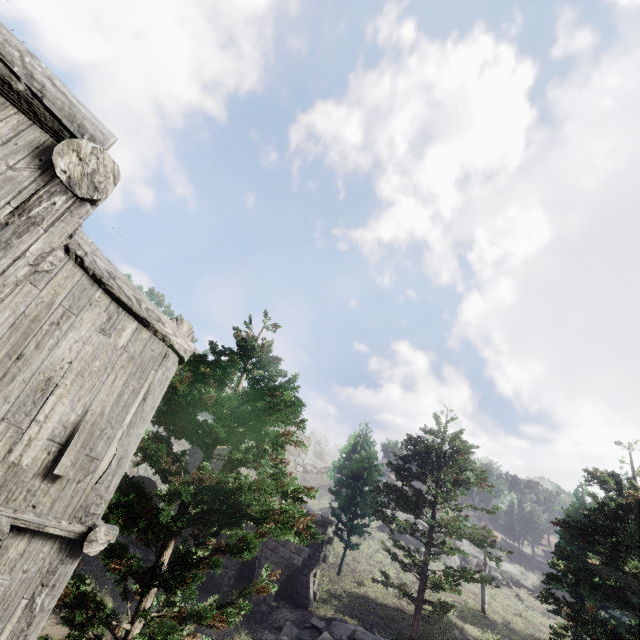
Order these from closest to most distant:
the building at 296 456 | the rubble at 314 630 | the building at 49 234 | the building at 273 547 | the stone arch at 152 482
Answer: the building at 49 234 < the rubble at 314 630 < the building at 273 547 < the stone arch at 152 482 < the building at 296 456

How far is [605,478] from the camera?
9.8m

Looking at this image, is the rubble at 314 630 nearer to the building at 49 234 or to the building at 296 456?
the building at 296 456

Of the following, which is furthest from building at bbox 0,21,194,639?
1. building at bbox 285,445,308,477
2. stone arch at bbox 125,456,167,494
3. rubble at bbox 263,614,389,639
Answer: building at bbox 285,445,308,477

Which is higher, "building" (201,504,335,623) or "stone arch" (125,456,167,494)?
"stone arch" (125,456,167,494)

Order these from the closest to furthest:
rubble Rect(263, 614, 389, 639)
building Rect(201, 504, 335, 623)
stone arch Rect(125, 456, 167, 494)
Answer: rubble Rect(263, 614, 389, 639), building Rect(201, 504, 335, 623), stone arch Rect(125, 456, 167, 494)

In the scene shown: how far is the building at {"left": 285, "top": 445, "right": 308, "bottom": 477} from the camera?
22.88m

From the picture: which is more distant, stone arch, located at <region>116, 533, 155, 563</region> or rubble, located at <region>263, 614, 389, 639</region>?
stone arch, located at <region>116, 533, 155, 563</region>
